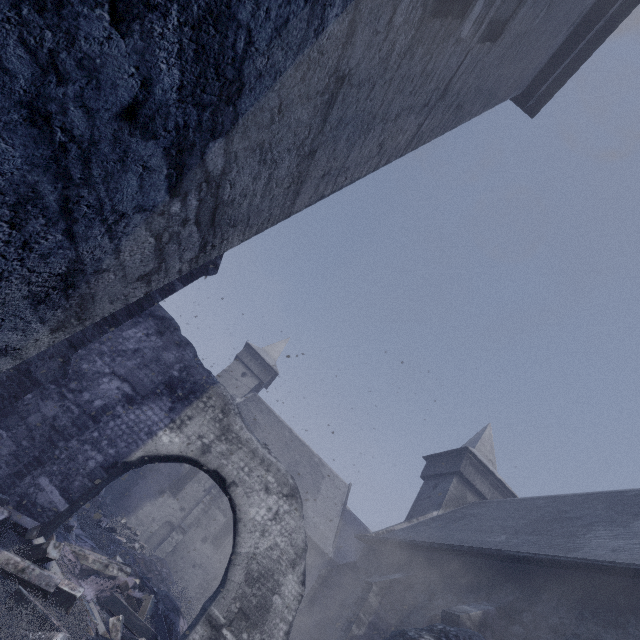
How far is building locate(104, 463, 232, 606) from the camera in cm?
1930

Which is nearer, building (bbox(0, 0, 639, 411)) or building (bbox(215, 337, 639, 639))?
building (bbox(0, 0, 639, 411))

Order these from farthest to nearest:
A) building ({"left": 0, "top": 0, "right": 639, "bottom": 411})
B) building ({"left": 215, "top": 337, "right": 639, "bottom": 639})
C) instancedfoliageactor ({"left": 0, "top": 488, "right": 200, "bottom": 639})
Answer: building ({"left": 215, "top": 337, "right": 639, "bottom": 639}), instancedfoliageactor ({"left": 0, "top": 488, "right": 200, "bottom": 639}), building ({"left": 0, "top": 0, "right": 639, "bottom": 411})

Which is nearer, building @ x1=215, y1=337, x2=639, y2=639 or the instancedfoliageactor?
the instancedfoliageactor

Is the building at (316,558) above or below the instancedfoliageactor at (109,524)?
above

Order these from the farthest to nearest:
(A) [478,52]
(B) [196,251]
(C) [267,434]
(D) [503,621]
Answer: (C) [267,434] < (D) [503,621] < (A) [478,52] < (B) [196,251]

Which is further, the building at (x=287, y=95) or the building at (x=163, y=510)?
the building at (x=163, y=510)
